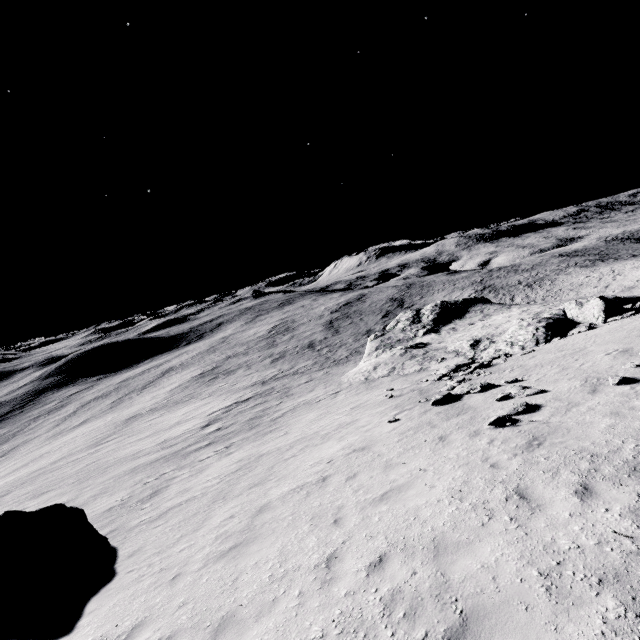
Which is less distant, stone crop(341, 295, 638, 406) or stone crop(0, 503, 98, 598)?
stone crop(0, 503, 98, 598)

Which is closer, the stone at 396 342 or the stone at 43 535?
the stone at 43 535

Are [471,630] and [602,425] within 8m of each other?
yes

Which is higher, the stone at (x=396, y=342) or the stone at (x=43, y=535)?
the stone at (x=43, y=535)

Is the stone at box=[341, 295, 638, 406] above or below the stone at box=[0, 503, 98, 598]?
below
